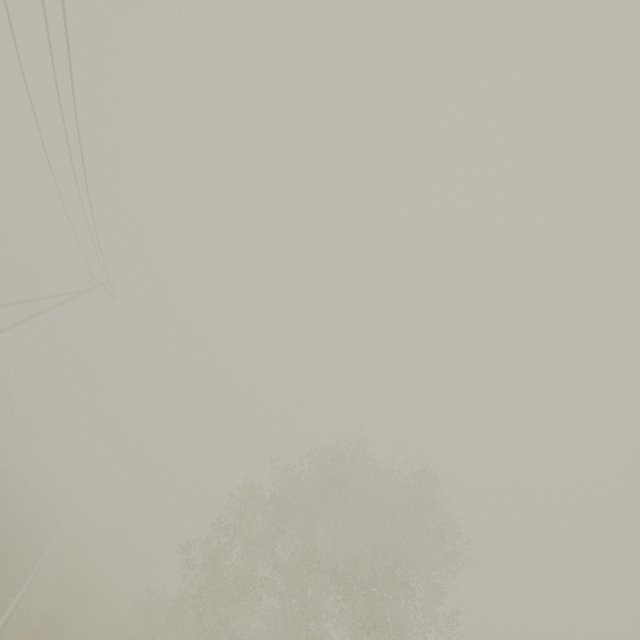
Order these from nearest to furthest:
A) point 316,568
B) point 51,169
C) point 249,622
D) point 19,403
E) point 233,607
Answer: point 51,169
point 316,568
point 233,607
point 249,622
point 19,403

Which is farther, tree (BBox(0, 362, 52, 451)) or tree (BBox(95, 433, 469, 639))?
tree (BBox(0, 362, 52, 451))

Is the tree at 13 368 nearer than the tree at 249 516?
No
